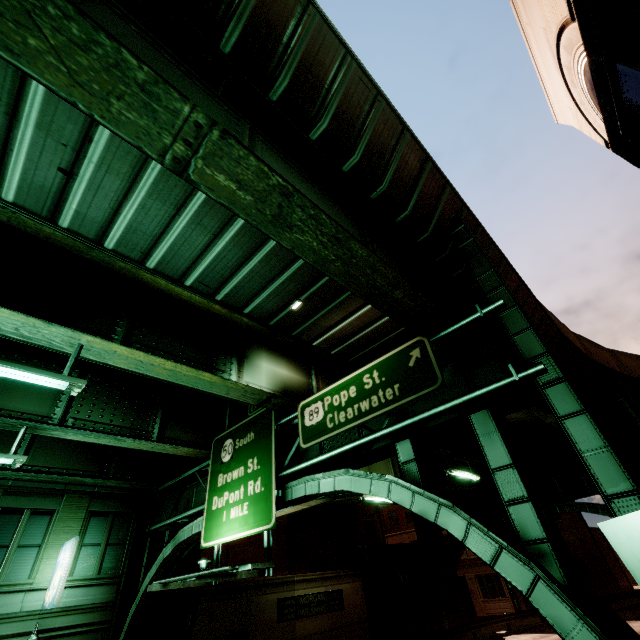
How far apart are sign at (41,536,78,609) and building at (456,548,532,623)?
38.07m

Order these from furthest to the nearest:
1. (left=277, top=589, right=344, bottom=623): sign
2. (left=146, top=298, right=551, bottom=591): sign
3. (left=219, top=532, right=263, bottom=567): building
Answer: (left=219, top=532, right=263, bottom=567): building → (left=277, top=589, right=344, bottom=623): sign → (left=146, top=298, right=551, bottom=591): sign

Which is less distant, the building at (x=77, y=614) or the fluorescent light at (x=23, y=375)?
the fluorescent light at (x=23, y=375)

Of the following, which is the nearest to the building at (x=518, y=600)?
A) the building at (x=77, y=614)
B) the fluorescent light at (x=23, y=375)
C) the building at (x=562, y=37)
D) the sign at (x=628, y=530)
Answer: the building at (x=77, y=614)

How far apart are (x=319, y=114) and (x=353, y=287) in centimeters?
354cm

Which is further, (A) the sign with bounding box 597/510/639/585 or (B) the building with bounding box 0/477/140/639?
(B) the building with bounding box 0/477/140/639

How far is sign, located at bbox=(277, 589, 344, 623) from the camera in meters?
20.0 m

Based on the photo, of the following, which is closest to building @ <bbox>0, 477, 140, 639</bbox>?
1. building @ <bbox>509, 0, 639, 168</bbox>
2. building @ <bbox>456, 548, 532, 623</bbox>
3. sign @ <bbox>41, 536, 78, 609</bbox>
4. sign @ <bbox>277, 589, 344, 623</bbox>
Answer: sign @ <bbox>41, 536, 78, 609</bbox>
